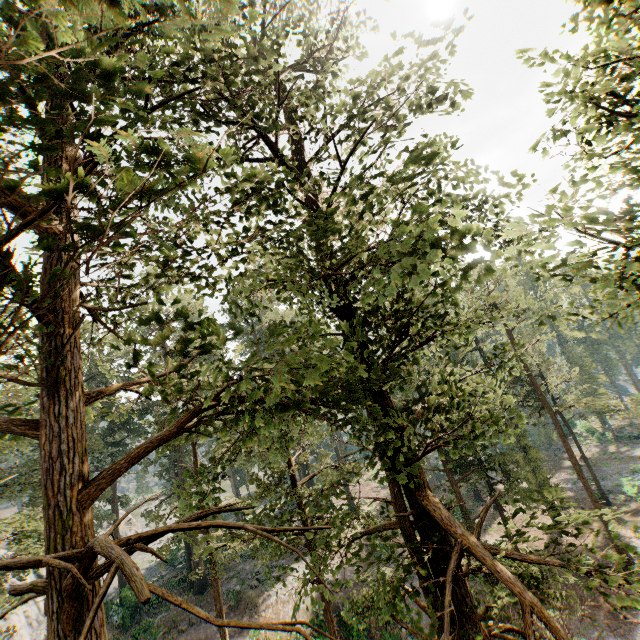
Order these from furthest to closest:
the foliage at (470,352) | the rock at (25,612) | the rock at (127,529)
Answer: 1. the rock at (127,529)
2. the rock at (25,612)
3. the foliage at (470,352)

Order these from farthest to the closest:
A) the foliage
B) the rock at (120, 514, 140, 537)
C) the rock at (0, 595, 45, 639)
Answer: the rock at (120, 514, 140, 537) → the rock at (0, 595, 45, 639) → the foliage

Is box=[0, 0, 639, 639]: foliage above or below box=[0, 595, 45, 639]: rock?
above

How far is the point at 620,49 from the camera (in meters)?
4.39

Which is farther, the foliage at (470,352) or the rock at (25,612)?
the rock at (25,612)

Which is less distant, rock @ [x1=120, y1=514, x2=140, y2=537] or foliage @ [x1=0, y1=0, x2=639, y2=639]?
foliage @ [x1=0, y1=0, x2=639, y2=639]

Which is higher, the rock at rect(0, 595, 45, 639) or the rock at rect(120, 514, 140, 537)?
the rock at rect(120, 514, 140, 537)
